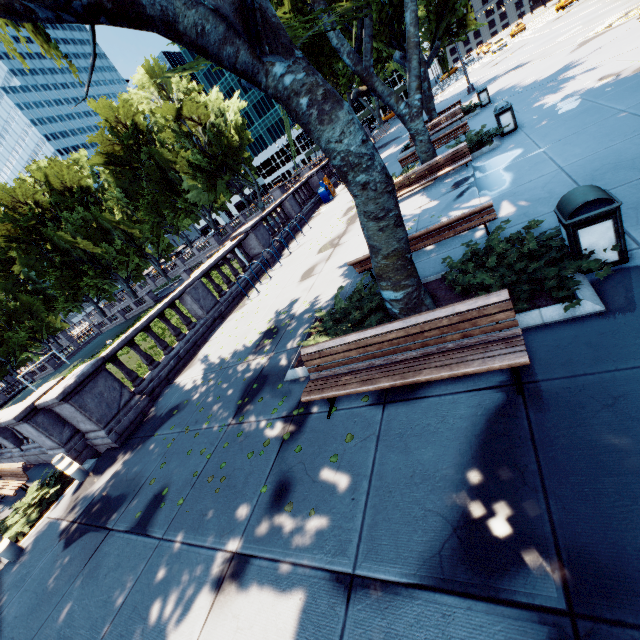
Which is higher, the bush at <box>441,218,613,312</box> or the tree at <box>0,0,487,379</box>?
the tree at <box>0,0,487,379</box>

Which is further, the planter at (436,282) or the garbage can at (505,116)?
the garbage can at (505,116)

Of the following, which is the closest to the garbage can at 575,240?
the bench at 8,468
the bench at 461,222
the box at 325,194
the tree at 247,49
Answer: the bench at 461,222

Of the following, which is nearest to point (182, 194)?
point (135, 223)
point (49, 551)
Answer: point (135, 223)

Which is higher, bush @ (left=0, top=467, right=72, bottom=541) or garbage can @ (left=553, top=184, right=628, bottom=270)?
garbage can @ (left=553, top=184, right=628, bottom=270)

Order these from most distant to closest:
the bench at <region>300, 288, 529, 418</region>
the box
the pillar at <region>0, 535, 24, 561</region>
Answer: the box < the pillar at <region>0, 535, 24, 561</region> < the bench at <region>300, 288, 529, 418</region>

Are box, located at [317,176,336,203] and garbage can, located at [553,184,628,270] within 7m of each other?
no

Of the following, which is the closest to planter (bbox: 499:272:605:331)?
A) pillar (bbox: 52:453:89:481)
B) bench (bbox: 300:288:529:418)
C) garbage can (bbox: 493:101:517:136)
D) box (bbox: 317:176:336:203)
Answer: bench (bbox: 300:288:529:418)
